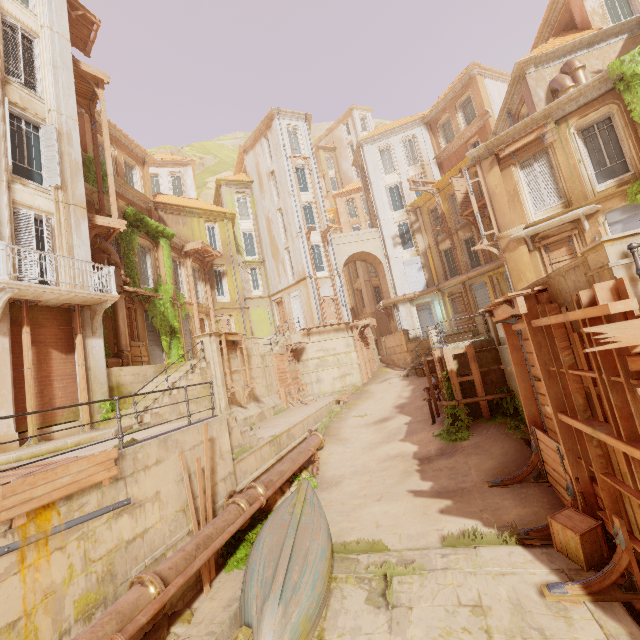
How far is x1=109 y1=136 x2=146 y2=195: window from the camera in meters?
21.6 m

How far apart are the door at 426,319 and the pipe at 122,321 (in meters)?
24.10

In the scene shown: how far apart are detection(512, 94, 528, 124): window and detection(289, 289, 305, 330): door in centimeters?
1727cm

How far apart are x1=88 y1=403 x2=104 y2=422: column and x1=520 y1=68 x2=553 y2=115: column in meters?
20.7 m

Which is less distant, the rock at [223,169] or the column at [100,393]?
the column at [100,393]

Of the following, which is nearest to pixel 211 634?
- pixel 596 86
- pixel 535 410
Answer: pixel 535 410

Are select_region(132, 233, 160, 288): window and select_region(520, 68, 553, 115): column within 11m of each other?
no

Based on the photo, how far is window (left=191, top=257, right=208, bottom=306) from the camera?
24.3m
